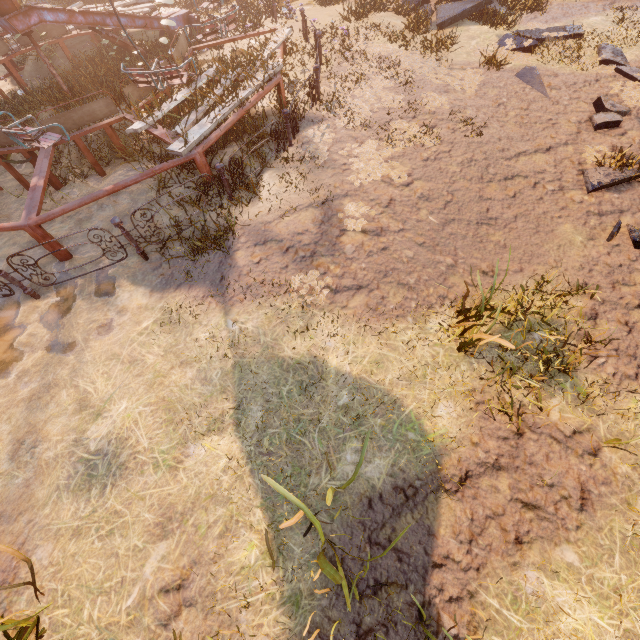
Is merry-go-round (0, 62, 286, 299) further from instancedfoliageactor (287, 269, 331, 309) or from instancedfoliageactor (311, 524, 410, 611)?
instancedfoliageactor (311, 524, 410, 611)

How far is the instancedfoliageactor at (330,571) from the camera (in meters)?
2.71

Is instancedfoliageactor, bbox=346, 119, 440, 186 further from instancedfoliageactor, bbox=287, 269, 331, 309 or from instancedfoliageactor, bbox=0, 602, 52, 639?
instancedfoliageactor, bbox=0, 602, 52, 639

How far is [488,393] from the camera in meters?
4.3

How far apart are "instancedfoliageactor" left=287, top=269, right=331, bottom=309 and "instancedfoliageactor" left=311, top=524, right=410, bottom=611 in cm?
267

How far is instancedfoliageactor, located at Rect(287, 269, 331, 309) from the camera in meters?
5.0 m

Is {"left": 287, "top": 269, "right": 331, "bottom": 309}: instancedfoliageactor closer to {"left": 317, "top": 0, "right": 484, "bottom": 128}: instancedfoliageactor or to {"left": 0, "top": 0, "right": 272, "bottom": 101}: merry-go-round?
{"left": 0, "top": 0, "right": 272, "bottom": 101}: merry-go-round

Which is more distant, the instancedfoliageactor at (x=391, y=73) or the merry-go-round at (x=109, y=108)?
the instancedfoliageactor at (x=391, y=73)
